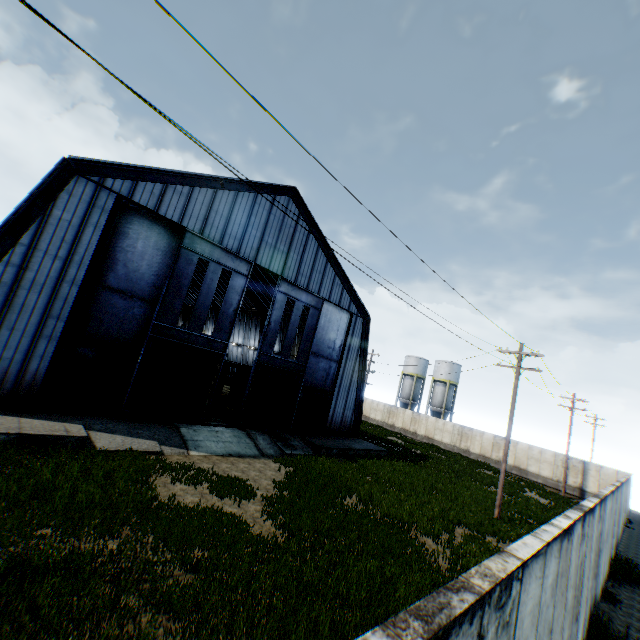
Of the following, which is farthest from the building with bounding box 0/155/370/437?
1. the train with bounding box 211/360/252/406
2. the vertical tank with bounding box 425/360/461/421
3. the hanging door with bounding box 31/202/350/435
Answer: the vertical tank with bounding box 425/360/461/421

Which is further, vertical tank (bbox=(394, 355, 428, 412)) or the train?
vertical tank (bbox=(394, 355, 428, 412))

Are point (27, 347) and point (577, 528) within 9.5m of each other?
no

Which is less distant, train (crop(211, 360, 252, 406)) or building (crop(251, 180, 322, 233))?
building (crop(251, 180, 322, 233))

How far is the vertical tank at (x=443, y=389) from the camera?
50.66m

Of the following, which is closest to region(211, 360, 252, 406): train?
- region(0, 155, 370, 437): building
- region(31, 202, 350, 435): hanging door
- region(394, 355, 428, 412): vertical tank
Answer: region(0, 155, 370, 437): building

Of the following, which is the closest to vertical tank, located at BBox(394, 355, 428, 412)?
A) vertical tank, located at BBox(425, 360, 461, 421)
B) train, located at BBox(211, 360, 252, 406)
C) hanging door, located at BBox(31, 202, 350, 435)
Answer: vertical tank, located at BBox(425, 360, 461, 421)

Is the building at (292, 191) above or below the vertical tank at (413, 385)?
above
